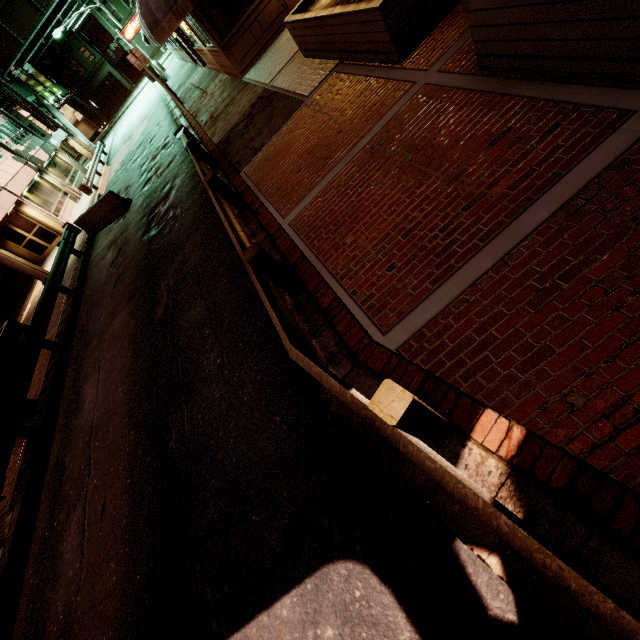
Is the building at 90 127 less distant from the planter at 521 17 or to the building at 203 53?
the building at 203 53

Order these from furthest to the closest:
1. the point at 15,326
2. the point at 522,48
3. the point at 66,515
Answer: the point at 15,326
the point at 66,515
the point at 522,48

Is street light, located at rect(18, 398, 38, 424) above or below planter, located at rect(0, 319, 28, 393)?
below

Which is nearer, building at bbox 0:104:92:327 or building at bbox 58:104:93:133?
building at bbox 0:104:92:327

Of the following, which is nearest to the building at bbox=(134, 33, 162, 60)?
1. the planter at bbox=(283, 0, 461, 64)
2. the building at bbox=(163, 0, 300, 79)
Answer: the building at bbox=(163, 0, 300, 79)

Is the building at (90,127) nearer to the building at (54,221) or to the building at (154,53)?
the building at (154,53)

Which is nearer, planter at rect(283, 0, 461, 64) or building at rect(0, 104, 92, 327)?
planter at rect(283, 0, 461, 64)

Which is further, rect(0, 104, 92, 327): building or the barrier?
rect(0, 104, 92, 327): building
